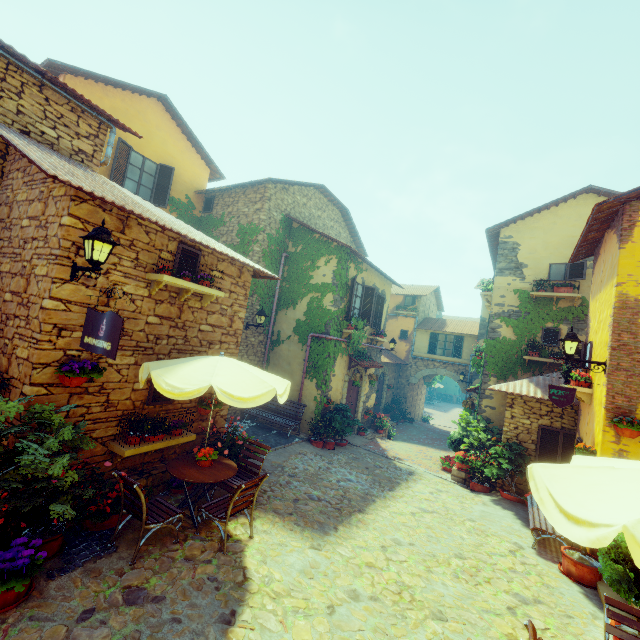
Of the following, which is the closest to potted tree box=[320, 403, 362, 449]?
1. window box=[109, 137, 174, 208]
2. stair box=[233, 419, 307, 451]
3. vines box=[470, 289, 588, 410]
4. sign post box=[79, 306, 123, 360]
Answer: stair box=[233, 419, 307, 451]

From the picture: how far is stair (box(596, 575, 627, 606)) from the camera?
5.34m

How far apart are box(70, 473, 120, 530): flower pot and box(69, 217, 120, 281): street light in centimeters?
334cm

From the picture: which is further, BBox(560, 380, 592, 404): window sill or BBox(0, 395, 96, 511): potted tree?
BBox(560, 380, 592, 404): window sill

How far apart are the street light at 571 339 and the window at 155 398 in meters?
8.1 m

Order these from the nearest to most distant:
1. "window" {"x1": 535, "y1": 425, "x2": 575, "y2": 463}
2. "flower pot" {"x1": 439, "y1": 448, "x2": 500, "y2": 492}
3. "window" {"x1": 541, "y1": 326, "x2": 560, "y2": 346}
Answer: "window" {"x1": 535, "y1": 425, "x2": 575, "y2": 463}
"flower pot" {"x1": 439, "y1": 448, "x2": 500, "y2": 492}
"window" {"x1": 541, "y1": 326, "x2": 560, "y2": 346}

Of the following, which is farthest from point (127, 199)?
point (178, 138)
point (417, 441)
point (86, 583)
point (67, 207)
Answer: point (417, 441)

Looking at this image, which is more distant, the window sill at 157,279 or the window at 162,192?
the window at 162,192
